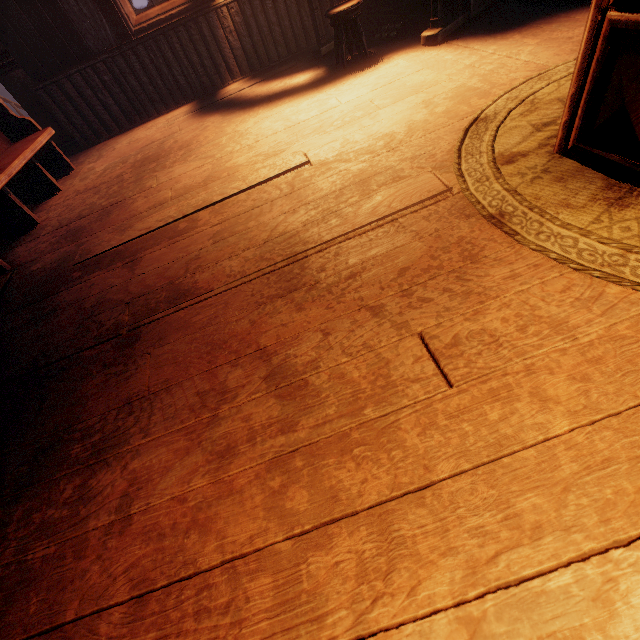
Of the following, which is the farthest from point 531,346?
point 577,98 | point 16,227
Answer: point 16,227

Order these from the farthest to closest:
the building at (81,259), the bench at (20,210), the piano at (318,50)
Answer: the piano at (318,50), the bench at (20,210), the building at (81,259)

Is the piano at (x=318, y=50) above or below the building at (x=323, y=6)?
below

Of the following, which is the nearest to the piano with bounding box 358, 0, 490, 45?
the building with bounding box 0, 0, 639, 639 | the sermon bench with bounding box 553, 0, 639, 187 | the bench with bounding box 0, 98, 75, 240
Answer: the building with bounding box 0, 0, 639, 639

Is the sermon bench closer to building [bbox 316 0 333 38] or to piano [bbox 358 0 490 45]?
building [bbox 316 0 333 38]

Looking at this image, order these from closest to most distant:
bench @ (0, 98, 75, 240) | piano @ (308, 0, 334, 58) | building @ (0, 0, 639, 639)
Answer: building @ (0, 0, 639, 639) < bench @ (0, 98, 75, 240) < piano @ (308, 0, 334, 58)

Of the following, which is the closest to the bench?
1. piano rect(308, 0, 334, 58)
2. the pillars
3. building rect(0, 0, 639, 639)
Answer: building rect(0, 0, 639, 639)

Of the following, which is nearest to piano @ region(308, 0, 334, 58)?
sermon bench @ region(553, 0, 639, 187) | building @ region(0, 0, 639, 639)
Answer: building @ region(0, 0, 639, 639)
